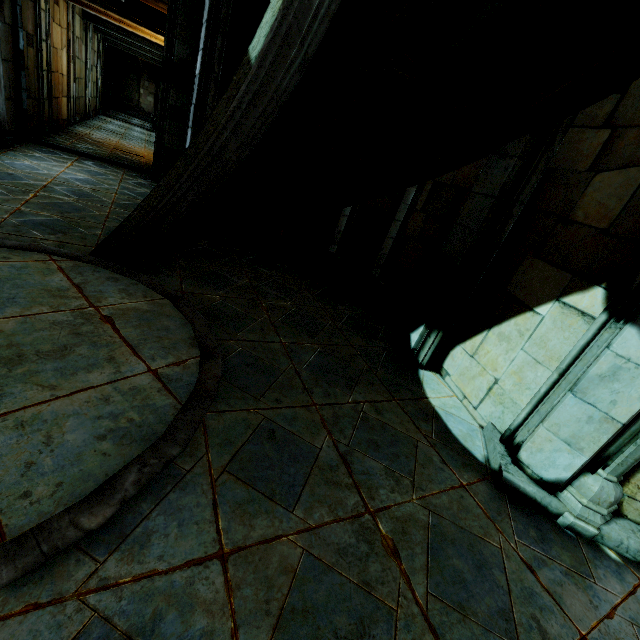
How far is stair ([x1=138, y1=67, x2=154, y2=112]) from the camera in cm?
3028

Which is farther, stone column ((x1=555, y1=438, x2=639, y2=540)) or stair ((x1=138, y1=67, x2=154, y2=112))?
stair ((x1=138, y1=67, x2=154, y2=112))

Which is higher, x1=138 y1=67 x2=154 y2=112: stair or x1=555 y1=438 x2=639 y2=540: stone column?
x1=138 y1=67 x2=154 y2=112: stair

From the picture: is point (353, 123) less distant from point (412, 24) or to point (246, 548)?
point (412, 24)

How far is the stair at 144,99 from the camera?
30.28m

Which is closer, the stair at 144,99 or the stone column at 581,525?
the stone column at 581,525
